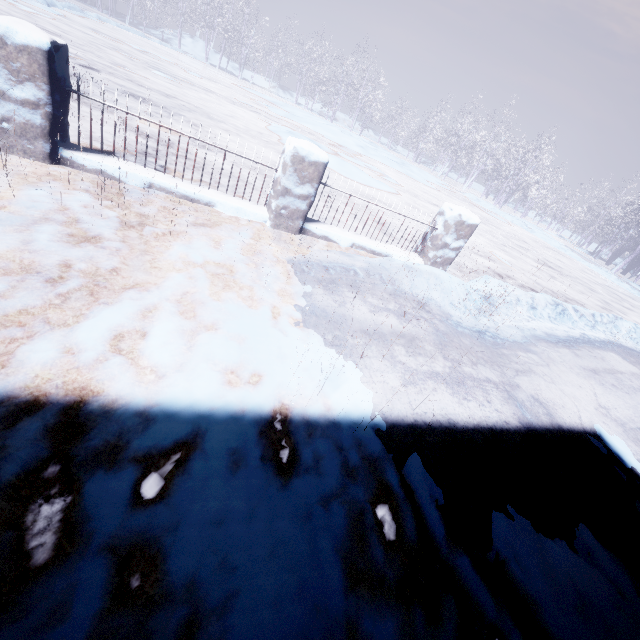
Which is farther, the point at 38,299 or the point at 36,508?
the point at 38,299
